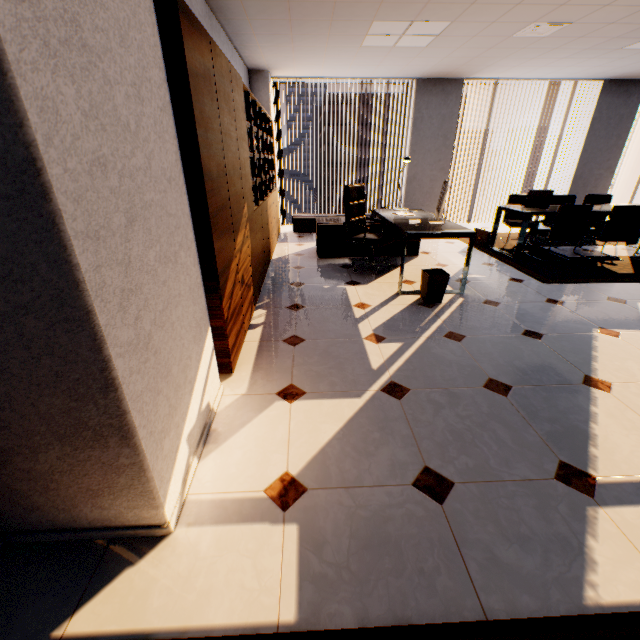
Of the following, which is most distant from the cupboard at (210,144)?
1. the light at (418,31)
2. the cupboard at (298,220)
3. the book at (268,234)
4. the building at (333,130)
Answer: the building at (333,130)

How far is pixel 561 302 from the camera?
3.7 meters

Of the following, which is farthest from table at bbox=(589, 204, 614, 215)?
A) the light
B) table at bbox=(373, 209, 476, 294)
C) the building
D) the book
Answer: the building

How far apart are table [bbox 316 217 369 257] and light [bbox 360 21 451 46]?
2.25m

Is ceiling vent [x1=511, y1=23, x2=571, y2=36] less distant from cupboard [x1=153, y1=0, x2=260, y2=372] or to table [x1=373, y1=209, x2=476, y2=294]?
table [x1=373, y1=209, x2=476, y2=294]

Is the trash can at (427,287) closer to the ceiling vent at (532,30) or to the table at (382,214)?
the table at (382,214)

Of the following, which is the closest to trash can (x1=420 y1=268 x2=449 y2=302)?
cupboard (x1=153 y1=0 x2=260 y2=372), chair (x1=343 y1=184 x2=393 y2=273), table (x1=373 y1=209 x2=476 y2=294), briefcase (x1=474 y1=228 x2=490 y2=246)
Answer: table (x1=373 y1=209 x2=476 y2=294)

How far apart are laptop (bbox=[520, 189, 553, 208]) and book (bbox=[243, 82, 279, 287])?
4.3 meters
